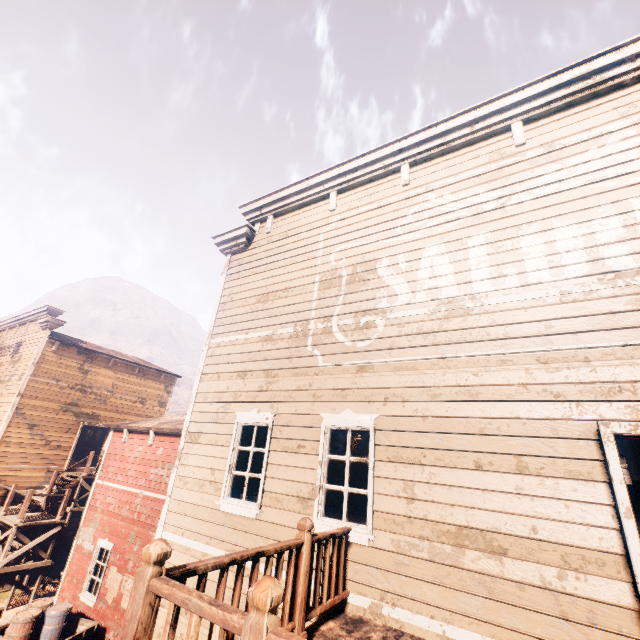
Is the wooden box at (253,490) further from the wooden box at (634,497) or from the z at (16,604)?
the z at (16,604)

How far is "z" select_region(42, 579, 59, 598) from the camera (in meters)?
14.15

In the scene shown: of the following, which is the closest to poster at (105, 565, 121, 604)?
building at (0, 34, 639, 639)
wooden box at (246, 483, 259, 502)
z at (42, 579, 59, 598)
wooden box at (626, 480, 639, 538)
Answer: building at (0, 34, 639, 639)

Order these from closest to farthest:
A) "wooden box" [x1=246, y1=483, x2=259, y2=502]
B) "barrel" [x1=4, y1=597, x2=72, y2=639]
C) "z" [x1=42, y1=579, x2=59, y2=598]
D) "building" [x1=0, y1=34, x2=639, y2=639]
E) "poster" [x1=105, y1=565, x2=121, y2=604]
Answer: "building" [x1=0, y1=34, x2=639, y2=639], "wooden box" [x1=246, y1=483, x2=259, y2=502], "barrel" [x1=4, y1=597, x2=72, y2=639], "poster" [x1=105, y1=565, x2=121, y2=604], "z" [x1=42, y1=579, x2=59, y2=598]

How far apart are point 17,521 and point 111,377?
8.24m

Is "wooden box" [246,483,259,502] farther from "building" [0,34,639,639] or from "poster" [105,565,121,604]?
"poster" [105,565,121,604]

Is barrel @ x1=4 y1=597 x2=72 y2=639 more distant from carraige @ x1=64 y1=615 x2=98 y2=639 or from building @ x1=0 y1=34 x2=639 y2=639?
building @ x1=0 y1=34 x2=639 y2=639

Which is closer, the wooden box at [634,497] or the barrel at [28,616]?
the wooden box at [634,497]
